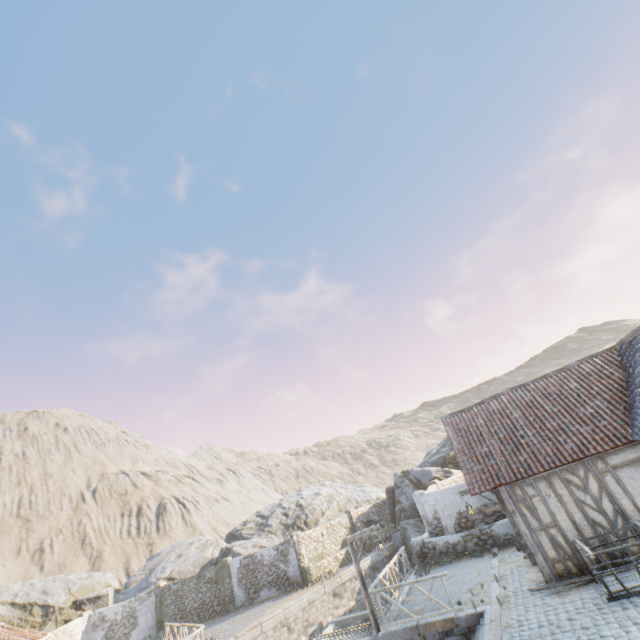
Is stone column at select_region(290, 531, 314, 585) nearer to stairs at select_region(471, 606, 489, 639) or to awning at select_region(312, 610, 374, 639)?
awning at select_region(312, 610, 374, 639)

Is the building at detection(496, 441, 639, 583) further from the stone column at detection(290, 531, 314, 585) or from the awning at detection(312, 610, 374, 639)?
the stone column at detection(290, 531, 314, 585)

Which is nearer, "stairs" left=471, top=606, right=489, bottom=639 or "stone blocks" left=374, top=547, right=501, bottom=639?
"stairs" left=471, top=606, right=489, bottom=639

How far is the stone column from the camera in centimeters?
2252cm

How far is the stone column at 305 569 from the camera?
22.52m

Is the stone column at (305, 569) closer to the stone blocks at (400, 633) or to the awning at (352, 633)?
the stone blocks at (400, 633)

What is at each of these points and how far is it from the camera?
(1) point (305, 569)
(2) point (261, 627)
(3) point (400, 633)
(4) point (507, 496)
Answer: (1) stone column, 22.6 meters
(2) stone blocks, 17.4 meters
(3) stone blocks, 11.0 meters
(4) building, 11.3 meters

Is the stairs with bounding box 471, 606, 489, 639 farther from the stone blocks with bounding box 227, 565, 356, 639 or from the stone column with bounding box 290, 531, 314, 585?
the stone column with bounding box 290, 531, 314, 585
